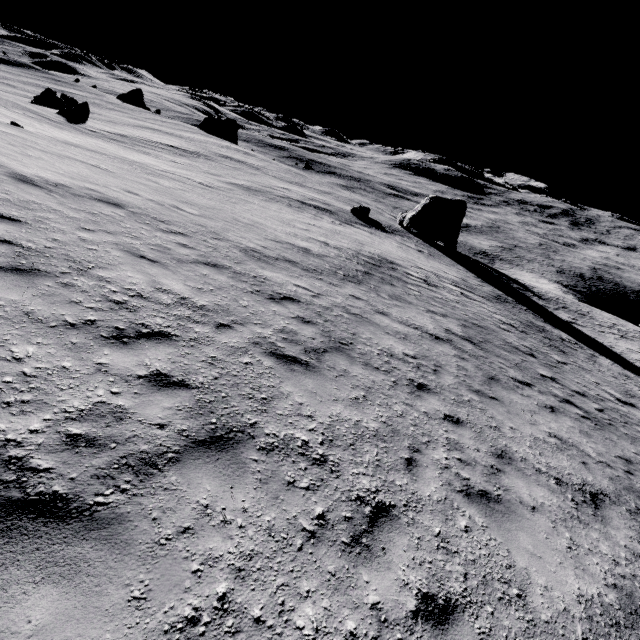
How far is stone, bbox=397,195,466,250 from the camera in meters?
40.7

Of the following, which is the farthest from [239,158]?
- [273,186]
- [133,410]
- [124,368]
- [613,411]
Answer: [133,410]

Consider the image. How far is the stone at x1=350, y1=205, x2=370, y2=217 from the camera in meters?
38.1

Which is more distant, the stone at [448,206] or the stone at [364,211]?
the stone at [448,206]

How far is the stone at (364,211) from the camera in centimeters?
3806cm

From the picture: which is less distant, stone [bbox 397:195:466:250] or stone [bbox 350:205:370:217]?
stone [bbox 350:205:370:217]
